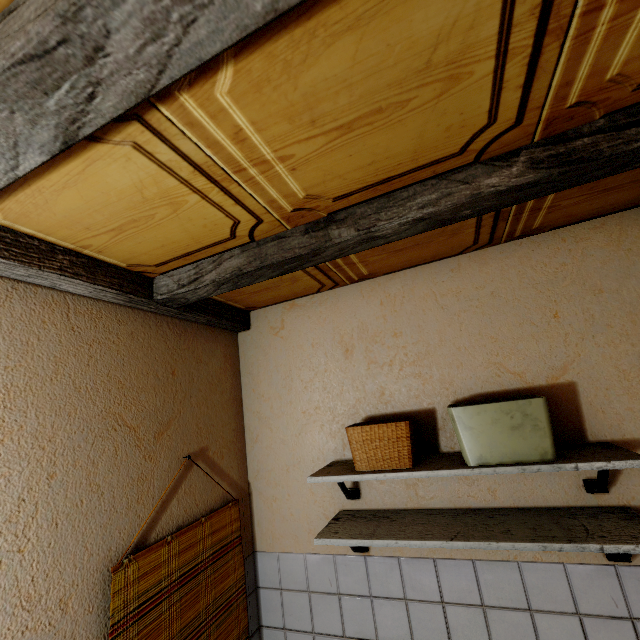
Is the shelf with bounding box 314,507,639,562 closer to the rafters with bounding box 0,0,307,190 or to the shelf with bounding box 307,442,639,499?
the shelf with bounding box 307,442,639,499

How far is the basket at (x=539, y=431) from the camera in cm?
122

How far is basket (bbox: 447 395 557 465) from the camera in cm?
122

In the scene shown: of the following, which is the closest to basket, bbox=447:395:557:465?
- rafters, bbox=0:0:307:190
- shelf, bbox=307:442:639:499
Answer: shelf, bbox=307:442:639:499

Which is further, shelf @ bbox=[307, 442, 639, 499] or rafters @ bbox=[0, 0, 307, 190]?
shelf @ bbox=[307, 442, 639, 499]

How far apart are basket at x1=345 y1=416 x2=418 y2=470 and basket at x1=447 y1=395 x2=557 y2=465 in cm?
17

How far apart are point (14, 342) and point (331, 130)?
1.2 meters

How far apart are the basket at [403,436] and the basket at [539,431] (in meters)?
0.17
